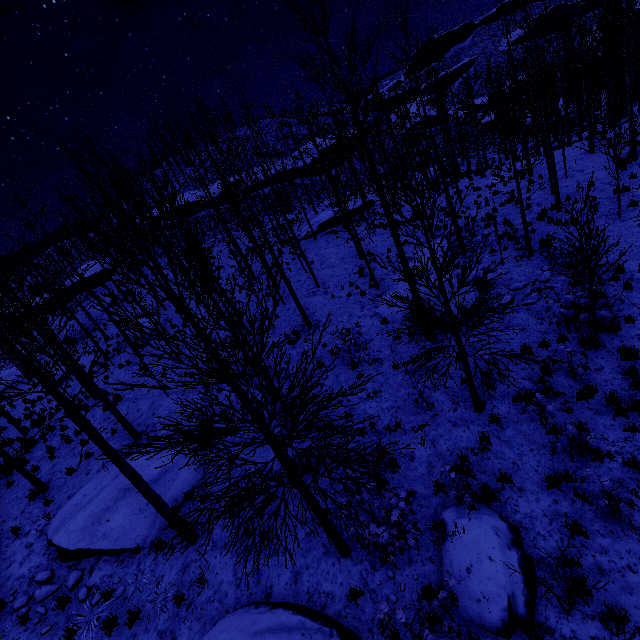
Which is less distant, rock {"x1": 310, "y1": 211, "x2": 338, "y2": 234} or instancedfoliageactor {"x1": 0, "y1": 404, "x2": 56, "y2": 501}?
instancedfoliageactor {"x1": 0, "y1": 404, "x2": 56, "y2": 501}

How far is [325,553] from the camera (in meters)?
6.78

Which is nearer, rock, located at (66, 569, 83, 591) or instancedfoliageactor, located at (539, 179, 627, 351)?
instancedfoliageactor, located at (539, 179, 627, 351)

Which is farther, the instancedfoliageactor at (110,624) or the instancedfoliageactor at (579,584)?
the instancedfoliageactor at (110,624)

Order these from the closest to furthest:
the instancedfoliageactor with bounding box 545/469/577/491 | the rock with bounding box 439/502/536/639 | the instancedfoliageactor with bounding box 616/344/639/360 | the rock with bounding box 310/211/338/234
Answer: the rock with bounding box 439/502/536/639
the instancedfoliageactor with bounding box 545/469/577/491
the instancedfoliageactor with bounding box 616/344/639/360
the rock with bounding box 310/211/338/234

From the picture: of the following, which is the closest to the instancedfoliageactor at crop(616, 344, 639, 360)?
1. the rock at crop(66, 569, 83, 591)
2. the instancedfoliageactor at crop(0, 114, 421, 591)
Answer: the instancedfoliageactor at crop(0, 114, 421, 591)

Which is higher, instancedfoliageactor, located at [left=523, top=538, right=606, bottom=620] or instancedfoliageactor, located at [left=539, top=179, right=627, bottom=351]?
instancedfoliageactor, located at [left=539, top=179, right=627, bottom=351]

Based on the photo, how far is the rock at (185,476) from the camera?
9.56m
